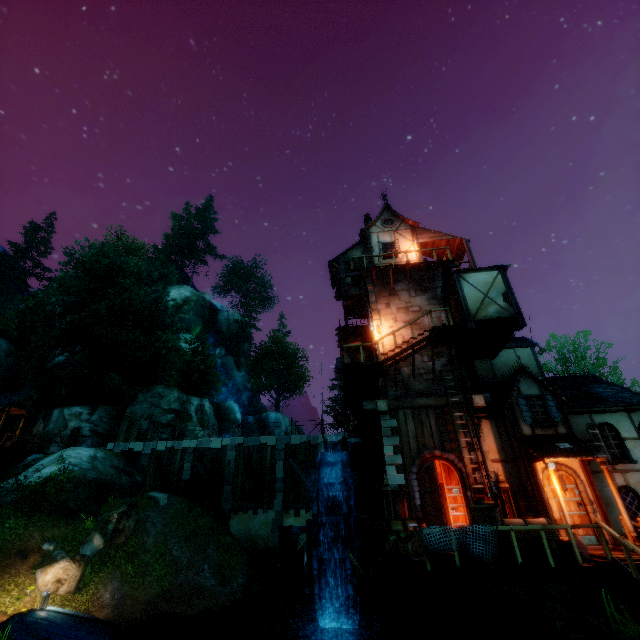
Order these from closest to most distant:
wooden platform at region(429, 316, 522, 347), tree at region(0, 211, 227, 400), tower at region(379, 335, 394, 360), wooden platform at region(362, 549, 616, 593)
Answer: wooden platform at region(362, 549, 616, 593), wooden platform at region(429, 316, 522, 347), tower at region(379, 335, 394, 360), tree at region(0, 211, 227, 400)

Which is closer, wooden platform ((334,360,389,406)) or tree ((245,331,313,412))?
wooden platform ((334,360,389,406))

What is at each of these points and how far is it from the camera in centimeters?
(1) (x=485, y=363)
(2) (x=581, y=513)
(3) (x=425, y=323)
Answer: (1) building, 1852cm
(2) door, 1113cm
(3) tower, 1672cm

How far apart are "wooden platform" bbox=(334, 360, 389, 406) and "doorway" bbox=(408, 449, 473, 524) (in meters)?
3.42

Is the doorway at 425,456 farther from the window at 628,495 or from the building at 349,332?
the window at 628,495

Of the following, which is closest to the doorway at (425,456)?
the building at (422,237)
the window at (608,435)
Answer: the building at (422,237)

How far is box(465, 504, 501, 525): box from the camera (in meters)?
9.20

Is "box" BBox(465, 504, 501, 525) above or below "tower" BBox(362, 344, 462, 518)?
below
